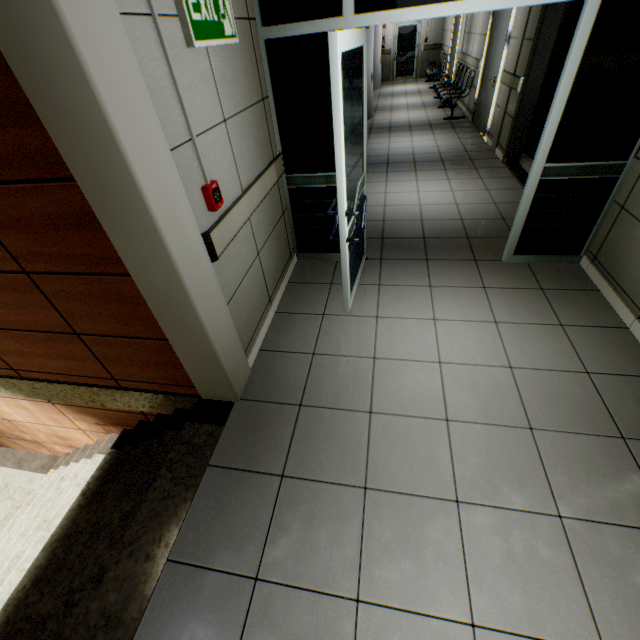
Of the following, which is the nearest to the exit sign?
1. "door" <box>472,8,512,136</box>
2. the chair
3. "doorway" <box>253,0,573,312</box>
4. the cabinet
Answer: "doorway" <box>253,0,573,312</box>

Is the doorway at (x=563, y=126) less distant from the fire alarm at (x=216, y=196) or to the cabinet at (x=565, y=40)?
the fire alarm at (x=216, y=196)

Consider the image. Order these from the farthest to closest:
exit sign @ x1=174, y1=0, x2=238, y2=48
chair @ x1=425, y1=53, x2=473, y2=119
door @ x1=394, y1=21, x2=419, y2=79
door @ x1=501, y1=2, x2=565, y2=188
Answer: door @ x1=394, y1=21, x2=419, y2=79 < chair @ x1=425, y1=53, x2=473, y2=119 < door @ x1=501, y1=2, x2=565, y2=188 < exit sign @ x1=174, y1=0, x2=238, y2=48

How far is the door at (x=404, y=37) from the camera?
14.1 meters

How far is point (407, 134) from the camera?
7.68m

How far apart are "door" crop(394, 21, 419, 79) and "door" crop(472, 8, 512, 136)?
9.78m

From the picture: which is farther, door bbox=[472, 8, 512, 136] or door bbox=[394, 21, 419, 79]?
door bbox=[394, 21, 419, 79]

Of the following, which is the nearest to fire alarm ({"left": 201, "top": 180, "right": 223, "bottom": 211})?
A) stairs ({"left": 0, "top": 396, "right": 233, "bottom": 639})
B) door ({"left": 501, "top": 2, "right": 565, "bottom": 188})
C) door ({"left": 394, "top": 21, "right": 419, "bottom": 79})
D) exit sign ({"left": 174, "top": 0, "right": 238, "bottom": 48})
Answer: exit sign ({"left": 174, "top": 0, "right": 238, "bottom": 48})
